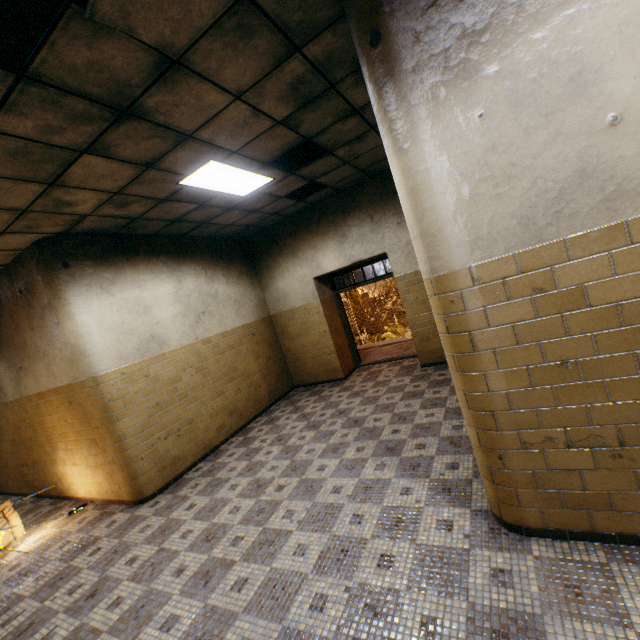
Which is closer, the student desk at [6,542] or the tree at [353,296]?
the student desk at [6,542]

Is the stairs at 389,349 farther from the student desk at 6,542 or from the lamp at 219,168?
the student desk at 6,542

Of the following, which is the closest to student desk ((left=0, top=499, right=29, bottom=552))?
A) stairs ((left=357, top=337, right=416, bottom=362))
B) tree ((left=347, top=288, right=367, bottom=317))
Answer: stairs ((left=357, top=337, right=416, bottom=362))

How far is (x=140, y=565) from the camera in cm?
335

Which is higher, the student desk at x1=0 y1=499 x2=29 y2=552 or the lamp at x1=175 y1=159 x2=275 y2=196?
the lamp at x1=175 y1=159 x2=275 y2=196

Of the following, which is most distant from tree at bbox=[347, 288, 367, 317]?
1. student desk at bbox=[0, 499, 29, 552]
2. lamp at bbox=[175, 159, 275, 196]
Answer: lamp at bbox=[175, 159, 275, 196]

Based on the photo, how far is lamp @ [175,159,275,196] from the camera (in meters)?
3.95

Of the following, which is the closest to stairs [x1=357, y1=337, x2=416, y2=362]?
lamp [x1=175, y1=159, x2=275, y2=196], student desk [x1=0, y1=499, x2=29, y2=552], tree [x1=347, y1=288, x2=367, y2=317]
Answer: lamp [x1=175, y1=159, x2=275, y2=196]
